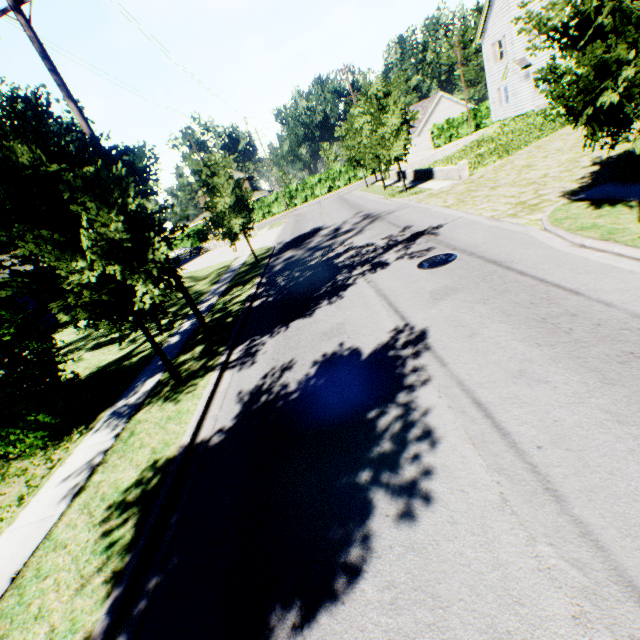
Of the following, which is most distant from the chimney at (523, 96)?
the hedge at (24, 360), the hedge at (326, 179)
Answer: the hedge at (24, 360)

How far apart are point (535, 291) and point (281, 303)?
7.5 meters

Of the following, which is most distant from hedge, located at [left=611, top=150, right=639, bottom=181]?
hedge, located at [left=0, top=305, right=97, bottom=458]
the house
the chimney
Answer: the house

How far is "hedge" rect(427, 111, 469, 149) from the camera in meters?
47.9

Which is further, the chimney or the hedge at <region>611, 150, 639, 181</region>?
the chimney

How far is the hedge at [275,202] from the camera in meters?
51.0

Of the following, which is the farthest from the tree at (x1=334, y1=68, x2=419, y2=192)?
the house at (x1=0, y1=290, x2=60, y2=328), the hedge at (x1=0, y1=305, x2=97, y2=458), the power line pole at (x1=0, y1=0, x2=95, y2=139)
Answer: the house at (x1=0, y1=290, x2=60, y2=328)

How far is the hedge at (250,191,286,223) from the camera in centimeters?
5103cm
